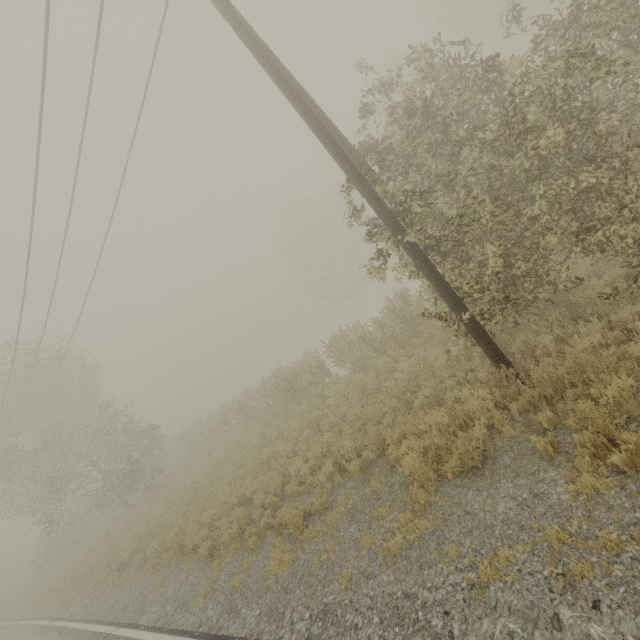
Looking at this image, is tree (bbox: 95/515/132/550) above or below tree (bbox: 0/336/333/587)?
below

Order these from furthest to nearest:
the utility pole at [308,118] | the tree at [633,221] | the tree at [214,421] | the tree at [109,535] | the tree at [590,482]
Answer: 1. the tree at [109,535]
2. the tree at [214,421]
3. the utility pole at [308,118]
4. the tree at [633,221]
5. the tree at [590,482]

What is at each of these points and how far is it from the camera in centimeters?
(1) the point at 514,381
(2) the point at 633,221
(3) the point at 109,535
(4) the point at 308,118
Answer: (1) utility pole, 625cm
(2) tree, 523cm
(3) tree, 2095cm
(4) utility pole, 615cm

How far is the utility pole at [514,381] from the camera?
6.2 meters

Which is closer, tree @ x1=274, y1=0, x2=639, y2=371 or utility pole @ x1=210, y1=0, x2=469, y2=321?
tree @ x1=274, y1=0, x2=639, y2=371

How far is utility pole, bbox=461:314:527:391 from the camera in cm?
620

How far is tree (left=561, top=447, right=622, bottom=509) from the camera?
3.72m
